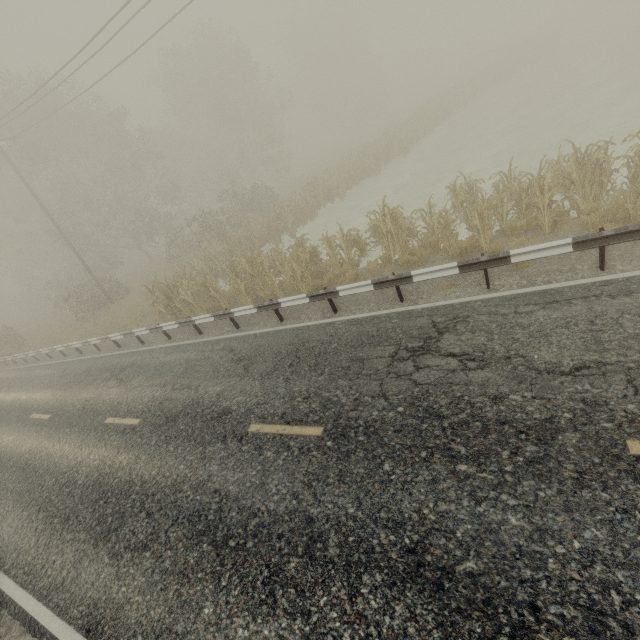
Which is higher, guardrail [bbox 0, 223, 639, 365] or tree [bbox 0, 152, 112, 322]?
tree [bbox 0, 152, 112, 322]

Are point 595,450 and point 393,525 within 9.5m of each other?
yes

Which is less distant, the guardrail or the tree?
the guardrail

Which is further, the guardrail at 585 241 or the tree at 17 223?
the tree at 17 223

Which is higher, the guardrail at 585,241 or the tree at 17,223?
the tree at 17,223
